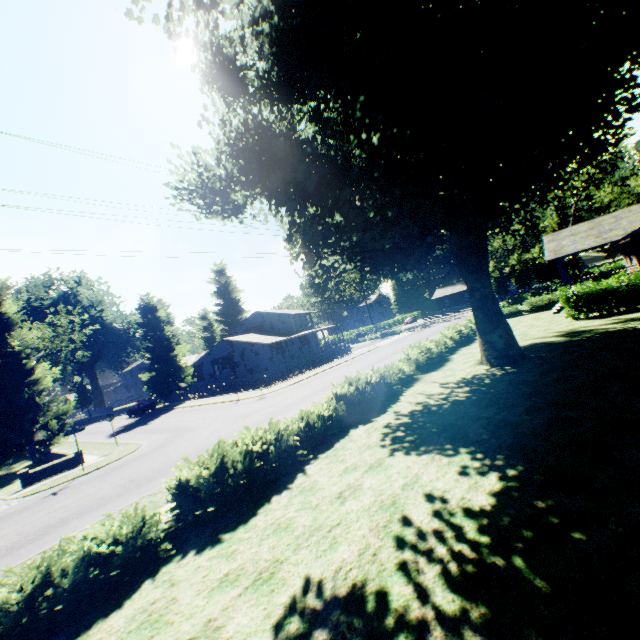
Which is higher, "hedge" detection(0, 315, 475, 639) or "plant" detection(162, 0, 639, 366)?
"plant" detection(162, 0, 639, 366)

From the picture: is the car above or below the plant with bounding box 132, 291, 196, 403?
below

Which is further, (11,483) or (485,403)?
(11,483)

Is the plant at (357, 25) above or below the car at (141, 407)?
above

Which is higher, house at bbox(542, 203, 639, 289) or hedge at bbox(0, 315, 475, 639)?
house at bbox(542, 203, 639, 289)

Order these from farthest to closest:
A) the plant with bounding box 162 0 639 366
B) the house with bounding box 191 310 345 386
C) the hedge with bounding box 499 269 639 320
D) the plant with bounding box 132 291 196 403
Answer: the plant with bounding box 132 291 196 403 < the house with bounding box 191 310 345 386 < the hedge with bounding box 499 269 639 320 < the plant with bounding box 162 0 639 366

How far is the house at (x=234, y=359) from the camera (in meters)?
42.22

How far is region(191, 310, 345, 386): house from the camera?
42.2m
